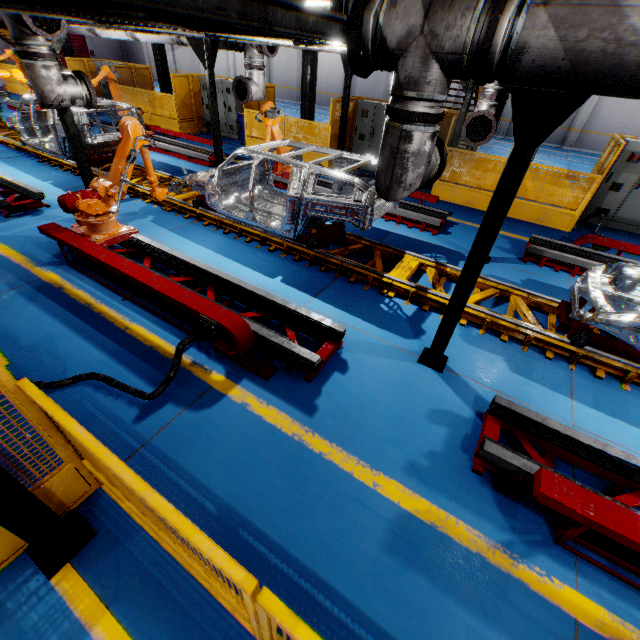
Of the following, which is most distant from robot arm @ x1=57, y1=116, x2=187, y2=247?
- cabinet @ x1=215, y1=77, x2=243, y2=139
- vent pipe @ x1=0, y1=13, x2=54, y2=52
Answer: cabinet @ x1=215, y1=77, x2=243, y2=139

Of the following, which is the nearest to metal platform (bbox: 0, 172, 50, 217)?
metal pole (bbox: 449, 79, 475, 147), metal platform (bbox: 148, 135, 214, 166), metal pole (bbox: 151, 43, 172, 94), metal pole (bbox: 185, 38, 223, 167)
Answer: metal pole (bbox: 185, 38, 223, 167)

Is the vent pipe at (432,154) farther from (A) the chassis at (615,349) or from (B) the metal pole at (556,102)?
(A) the chassis at (615,349)

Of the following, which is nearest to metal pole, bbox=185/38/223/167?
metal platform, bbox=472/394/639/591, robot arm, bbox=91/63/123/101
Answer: robot arm, bbox=91/63/123/101

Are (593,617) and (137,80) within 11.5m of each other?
no

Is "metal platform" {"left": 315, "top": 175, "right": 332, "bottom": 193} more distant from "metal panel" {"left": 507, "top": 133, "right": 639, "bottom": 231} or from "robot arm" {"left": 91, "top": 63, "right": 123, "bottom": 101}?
"robot arm" {"left": 91, "top": 63, "right": 123, "bottom": 101}

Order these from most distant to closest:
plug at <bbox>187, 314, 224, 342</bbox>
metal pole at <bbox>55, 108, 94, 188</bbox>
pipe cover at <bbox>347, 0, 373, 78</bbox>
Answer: metal pole at <bbox>55, 108, 94, 188</bbox> → plug at <bbox>187, 314, 224, 342</bbox> → pipe cover at <bbox>347, 0, 373, 78</bbox>

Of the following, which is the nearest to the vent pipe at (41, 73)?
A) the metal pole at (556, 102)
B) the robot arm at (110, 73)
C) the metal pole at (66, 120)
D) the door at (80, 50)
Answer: the metal pole at (66, 120)
